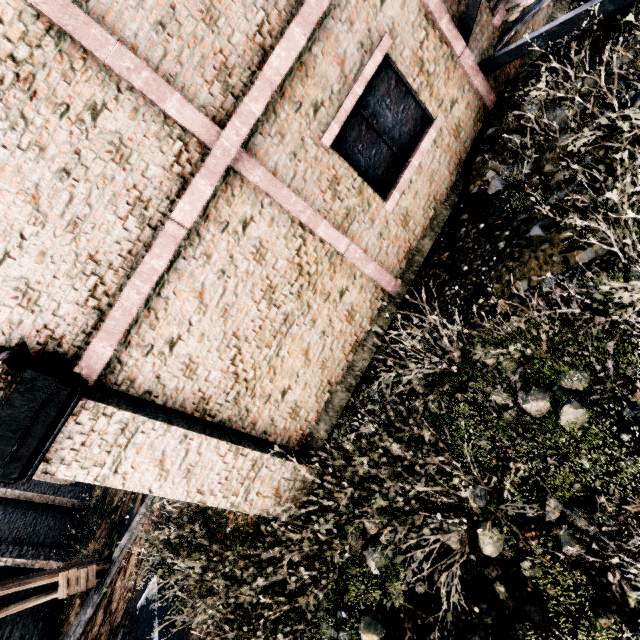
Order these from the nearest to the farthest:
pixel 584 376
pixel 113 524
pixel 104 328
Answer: pixel 584 376 → pixel 104 328 → pixel 113 524

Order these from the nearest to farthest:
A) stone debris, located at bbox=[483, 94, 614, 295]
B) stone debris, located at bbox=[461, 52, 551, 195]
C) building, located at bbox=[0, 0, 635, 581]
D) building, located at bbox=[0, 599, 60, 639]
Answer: building, located at bbox=[0, 0, 635, 581] < stone debris, located at bbox=[483, 94, 614, 295] < stone debris, located at bbox=[461, 52, 551, 195] < building, located at bbox=[0, 599, 60, 639]

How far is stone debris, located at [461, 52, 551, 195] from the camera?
6.1m

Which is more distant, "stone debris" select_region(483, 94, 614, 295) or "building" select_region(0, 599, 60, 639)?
"building" select_region(0, 599, 60, 639)

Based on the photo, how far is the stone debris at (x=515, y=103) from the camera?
6.1 meters

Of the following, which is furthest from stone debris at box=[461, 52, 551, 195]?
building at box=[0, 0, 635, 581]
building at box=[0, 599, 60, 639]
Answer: building at box=[0, 599, 60, 639]

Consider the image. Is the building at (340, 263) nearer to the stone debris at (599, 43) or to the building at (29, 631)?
the stone debris at (599, 43)

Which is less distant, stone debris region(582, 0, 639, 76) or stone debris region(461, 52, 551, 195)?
stone debris region(582, 0, 639, 76)
